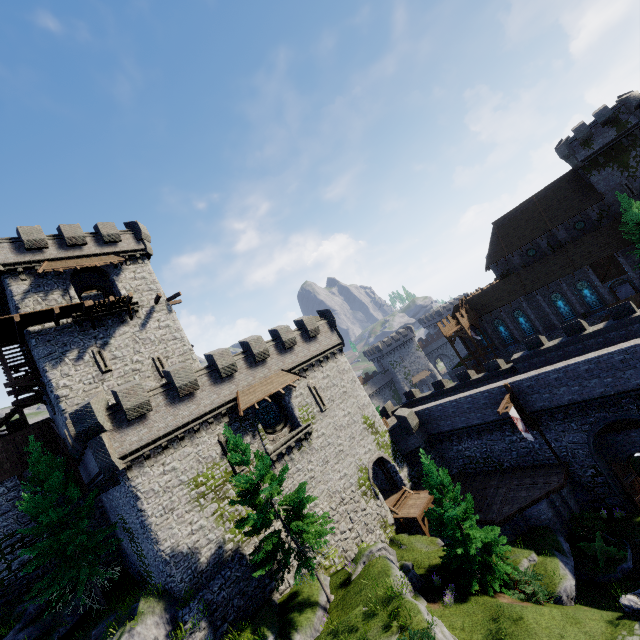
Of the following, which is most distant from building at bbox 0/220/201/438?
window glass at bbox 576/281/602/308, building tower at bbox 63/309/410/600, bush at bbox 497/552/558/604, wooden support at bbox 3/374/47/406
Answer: window glass at bbox 576/281/602/308

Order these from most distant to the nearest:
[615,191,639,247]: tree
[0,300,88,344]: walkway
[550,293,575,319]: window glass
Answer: [550,293,575,319]: window glass < [615,191,639,247]: tree < [0,300,88,344]: walkway

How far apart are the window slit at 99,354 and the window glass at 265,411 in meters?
10.8

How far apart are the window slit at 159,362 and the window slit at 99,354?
2.7 meters

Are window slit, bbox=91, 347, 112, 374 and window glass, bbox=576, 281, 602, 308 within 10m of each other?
no

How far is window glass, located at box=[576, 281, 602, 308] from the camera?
39.7 meters

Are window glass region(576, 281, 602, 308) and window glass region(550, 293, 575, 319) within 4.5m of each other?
yes

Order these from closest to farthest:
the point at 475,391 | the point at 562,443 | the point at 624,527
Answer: the point at 624,527, the point at 562,443, the point at 475,391
